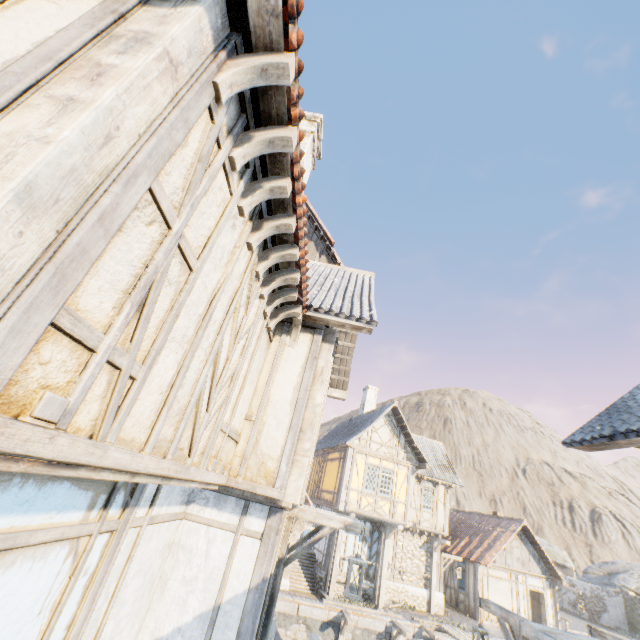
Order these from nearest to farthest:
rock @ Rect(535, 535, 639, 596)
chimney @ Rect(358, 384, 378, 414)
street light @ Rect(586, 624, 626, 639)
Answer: street light @ Rect(586, 624, 626, 639) → chimney @ Rect(358, 384, 378, 414) → rock @ Rect(535, 535, 639, 596)

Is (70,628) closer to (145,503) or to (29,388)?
(145,503)

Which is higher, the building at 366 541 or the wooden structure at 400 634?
the building at 366 541

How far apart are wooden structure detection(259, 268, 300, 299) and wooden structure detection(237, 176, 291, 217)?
1.38m

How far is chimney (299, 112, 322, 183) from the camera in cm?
981

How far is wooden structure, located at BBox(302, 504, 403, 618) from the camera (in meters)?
15.13

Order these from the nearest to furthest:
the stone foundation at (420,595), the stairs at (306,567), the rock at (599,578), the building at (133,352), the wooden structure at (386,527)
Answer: the building at (133,352) < the wooden structure at (386,527) < the stairs at (306,567) < the stone foundation at (420,595) < the rock at (599,578)

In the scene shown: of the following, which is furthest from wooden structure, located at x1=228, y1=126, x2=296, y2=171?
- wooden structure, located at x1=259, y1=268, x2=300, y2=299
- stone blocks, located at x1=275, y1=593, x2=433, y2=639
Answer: stone blocks, located at x1=275, y1=593, x2=433, y2=639
